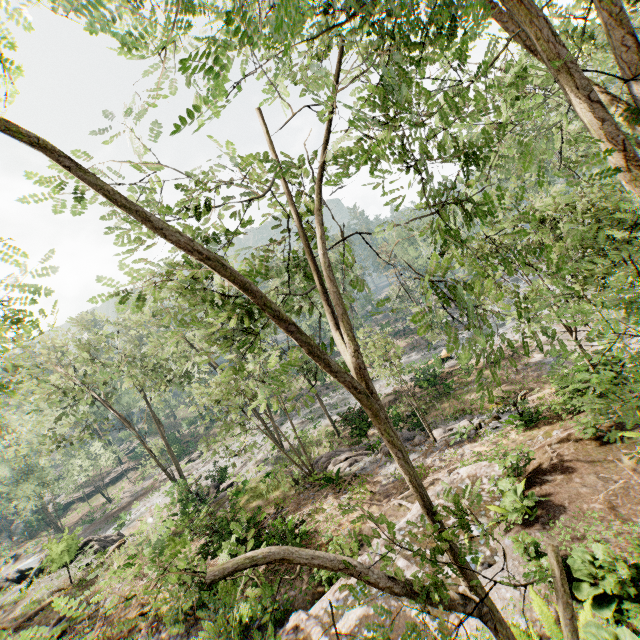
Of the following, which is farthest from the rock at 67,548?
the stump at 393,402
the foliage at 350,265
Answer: the stump at 393,402

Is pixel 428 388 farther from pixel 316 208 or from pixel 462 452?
pixel 316 208

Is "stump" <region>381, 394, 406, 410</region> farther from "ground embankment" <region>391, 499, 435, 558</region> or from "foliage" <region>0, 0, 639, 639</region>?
"ground embankment" <region>391, 499, 435, 558</region>

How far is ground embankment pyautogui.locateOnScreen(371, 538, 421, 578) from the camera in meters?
8.1 m

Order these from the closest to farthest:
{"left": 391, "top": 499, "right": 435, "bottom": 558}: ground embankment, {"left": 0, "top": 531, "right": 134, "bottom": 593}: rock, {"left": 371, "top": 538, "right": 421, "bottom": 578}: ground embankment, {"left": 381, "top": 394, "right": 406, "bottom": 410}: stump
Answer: {"left": 371, "top": 538, "right": 421, "bottom": 578}: ground embankment → {"left": 391, "top": 499, "right": 435, "bottom": 558}: ground embankment → {"left": 0, "top": 531, "right": 134, "bottom": 593}: rock → {"left": 381, "top": 394, "right": 406, "bottom": 410}: stump

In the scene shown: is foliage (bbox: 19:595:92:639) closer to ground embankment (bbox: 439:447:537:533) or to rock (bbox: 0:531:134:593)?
rock (bbox: 0:531:134:593)

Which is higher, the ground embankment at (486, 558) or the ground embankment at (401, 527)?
the ground embankment at (486, 558)
